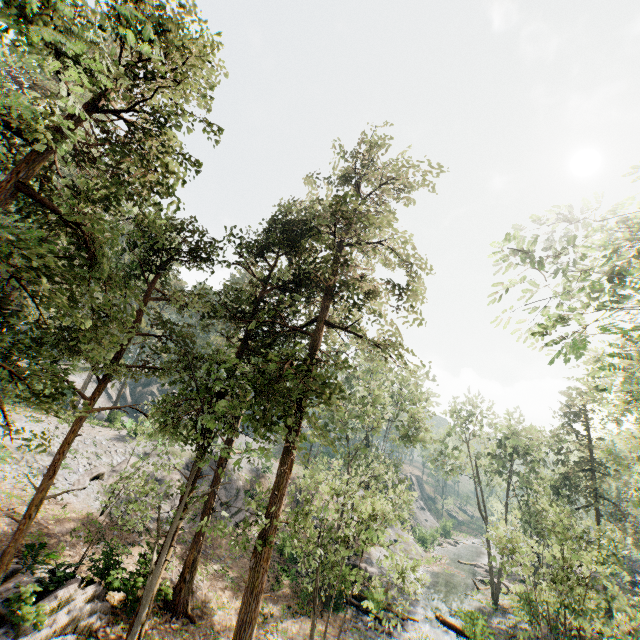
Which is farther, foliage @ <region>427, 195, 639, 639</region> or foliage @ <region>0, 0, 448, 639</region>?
foliage @ <region>427, 195, 639, 639</region>

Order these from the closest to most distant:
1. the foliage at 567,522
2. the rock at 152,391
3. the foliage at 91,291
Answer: the foliage at 91,291 < the foliage at 567,522 < the rock at 152,391

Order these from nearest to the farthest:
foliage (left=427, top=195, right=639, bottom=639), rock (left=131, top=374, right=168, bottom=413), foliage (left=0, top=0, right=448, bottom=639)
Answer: foliage (left=0, top=0, right=448, bottom=639)
foliage (left=427, top=195, right=639, bottom=639)
rock (left=131, top=374, right=168, bottom=413)

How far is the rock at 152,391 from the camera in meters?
54.2

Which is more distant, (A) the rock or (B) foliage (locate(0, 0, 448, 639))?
(A) the rock

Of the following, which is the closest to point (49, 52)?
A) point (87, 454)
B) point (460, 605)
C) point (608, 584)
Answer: point (87, 454)

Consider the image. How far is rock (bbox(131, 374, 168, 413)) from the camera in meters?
54.2
